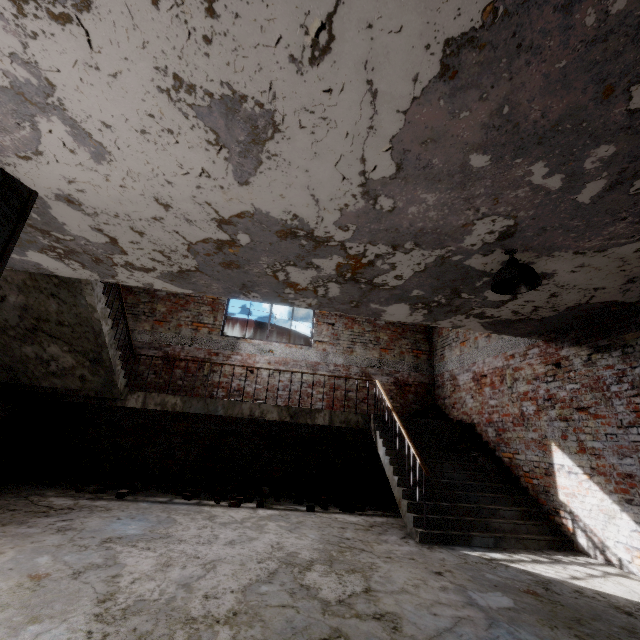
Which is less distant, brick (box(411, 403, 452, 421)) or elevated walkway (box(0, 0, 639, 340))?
elevated walkway (box(0, 0, 639, 340))

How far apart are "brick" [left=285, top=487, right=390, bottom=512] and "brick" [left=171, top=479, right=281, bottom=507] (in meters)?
1.66

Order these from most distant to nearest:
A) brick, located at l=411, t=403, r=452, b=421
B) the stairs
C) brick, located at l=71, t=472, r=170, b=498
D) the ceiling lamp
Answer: brick, located at l=411, t=403, r=452, b=421, brick, located at l=71, t=472, r=170, b=498, the stairs, the ceiling lamp

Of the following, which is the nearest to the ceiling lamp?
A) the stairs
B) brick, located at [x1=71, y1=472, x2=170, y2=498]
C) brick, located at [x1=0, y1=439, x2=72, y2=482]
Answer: the stairs

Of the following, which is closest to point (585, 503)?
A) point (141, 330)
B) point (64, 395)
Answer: point (64, 395)

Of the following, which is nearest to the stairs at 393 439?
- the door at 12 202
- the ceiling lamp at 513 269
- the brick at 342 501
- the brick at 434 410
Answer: the brick at 434 410

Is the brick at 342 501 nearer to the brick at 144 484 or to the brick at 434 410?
the brick at 434 410

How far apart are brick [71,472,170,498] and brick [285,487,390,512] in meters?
3.5
